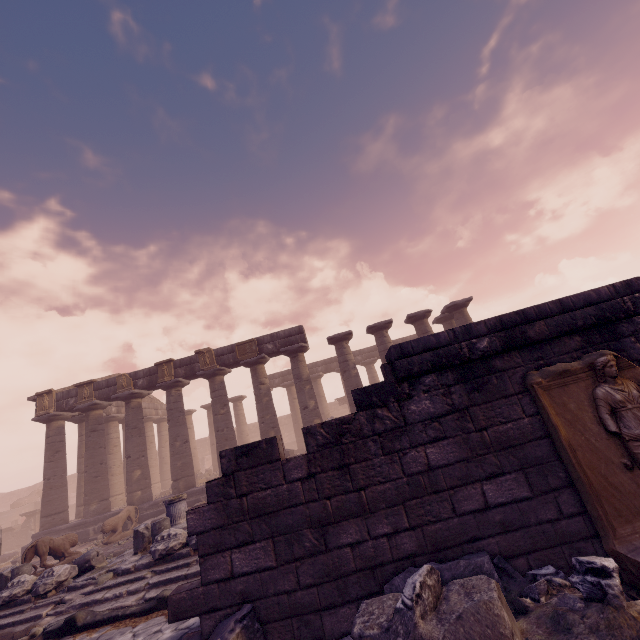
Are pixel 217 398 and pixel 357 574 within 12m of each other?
no

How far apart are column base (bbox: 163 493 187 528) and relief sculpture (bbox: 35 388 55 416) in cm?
1109

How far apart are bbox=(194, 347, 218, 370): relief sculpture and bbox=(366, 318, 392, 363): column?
8.01m

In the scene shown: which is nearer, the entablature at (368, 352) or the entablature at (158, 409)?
the entablature at (158, 409)

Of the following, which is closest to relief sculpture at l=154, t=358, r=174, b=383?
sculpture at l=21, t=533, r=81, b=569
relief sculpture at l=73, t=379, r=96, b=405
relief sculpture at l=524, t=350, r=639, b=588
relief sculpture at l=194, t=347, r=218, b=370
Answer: relief sculpture at l=194, t=347, r=218, b=370

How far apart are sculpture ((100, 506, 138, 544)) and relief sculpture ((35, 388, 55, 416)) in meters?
Answer: 6.9 m

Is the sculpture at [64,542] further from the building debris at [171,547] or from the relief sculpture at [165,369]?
the relief sculpture at [165,369]

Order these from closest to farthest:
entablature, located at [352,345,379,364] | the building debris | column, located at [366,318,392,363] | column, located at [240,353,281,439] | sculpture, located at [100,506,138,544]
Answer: the building debris < sculpture, located at [100,506,138,544] < column, located at [240,353,281,439] < column, located at [366,318,392,363] < entablature, located at [352,345,379,364]
